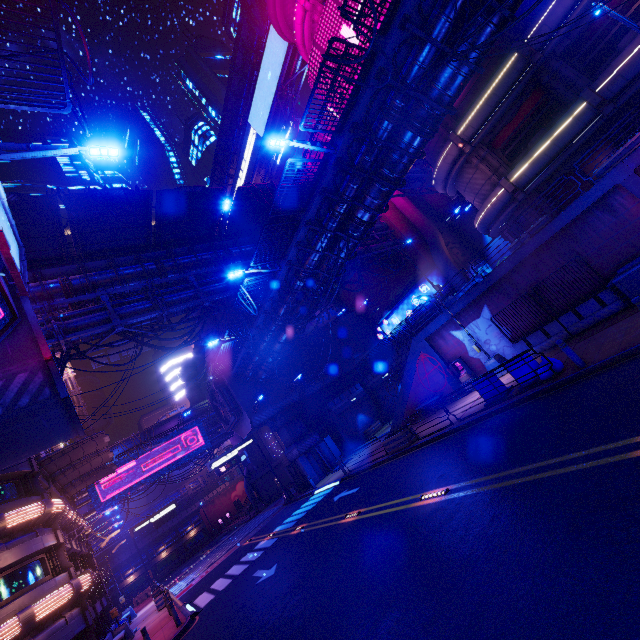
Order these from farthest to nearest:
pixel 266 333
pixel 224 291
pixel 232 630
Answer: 1. pixel 266 333
2. pixel 224 291
3. pixel 232 630

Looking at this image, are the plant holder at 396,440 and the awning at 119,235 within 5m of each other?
no

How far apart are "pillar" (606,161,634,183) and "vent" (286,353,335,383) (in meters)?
27.68

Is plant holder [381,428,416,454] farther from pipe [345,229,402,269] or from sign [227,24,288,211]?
sign [227,24,288,211]

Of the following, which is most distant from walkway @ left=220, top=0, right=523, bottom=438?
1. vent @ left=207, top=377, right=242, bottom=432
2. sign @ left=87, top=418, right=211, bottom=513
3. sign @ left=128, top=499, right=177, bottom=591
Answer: sign @ left=128, top=499, right=177, bottom=591

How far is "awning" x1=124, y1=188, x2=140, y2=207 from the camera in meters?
17.1

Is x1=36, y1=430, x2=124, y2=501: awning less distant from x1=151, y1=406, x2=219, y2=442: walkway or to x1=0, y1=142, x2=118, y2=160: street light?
x1=151, y1=406, x2=219, y2=442: walkway

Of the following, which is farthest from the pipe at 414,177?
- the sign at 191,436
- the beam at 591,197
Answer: the beam at 591,197
